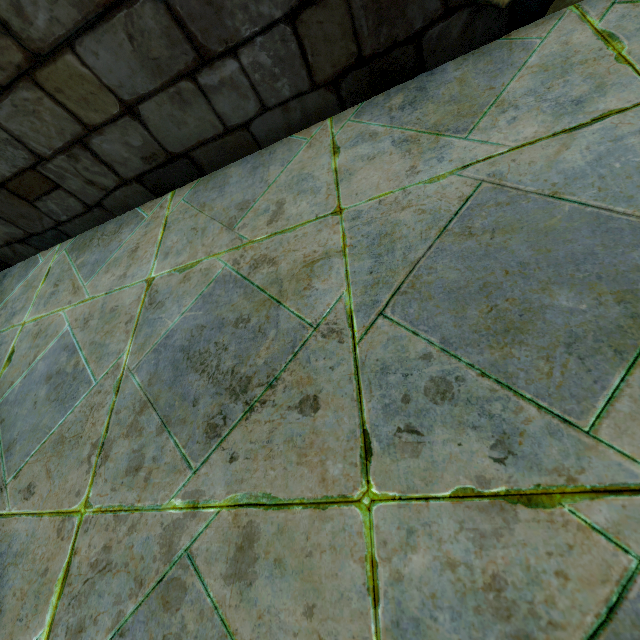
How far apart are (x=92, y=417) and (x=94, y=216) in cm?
162
